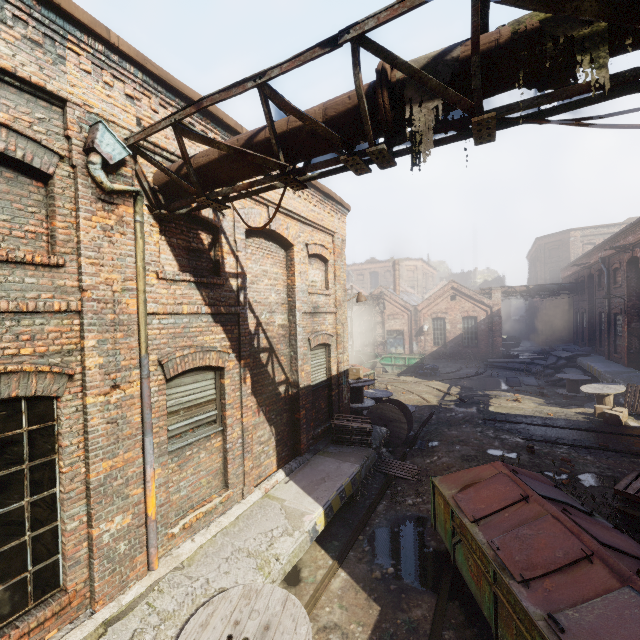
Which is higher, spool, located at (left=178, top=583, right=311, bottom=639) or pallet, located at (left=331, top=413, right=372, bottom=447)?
pallet, located at (left=331, top=413, right=372, bottom=447)

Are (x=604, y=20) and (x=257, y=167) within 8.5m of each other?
yes

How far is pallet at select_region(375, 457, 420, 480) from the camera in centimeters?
922cm

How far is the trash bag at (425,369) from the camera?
23.3m

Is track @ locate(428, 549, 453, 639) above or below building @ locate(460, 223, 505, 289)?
below

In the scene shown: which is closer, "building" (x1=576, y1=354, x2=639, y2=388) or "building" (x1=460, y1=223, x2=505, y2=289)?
"building" (x1=576, y1=354, x2=639, y2=388)

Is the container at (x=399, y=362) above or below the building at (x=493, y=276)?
below

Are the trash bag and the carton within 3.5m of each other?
no
